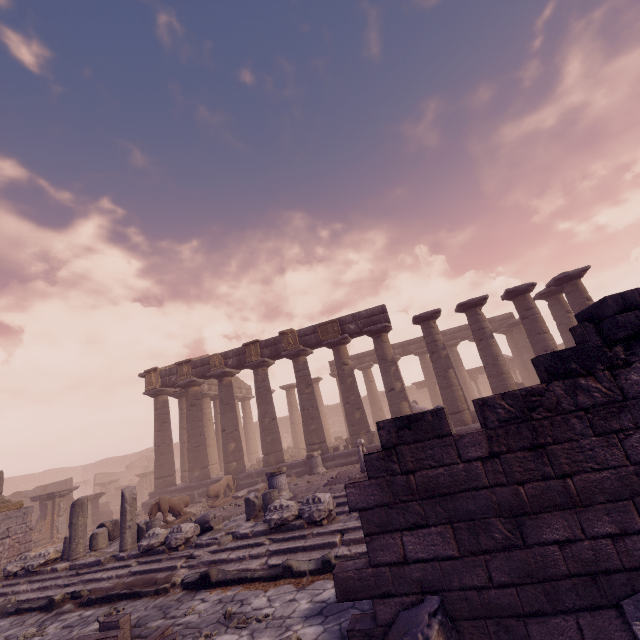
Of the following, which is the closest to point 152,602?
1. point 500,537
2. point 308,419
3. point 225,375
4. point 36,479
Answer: point 500,537

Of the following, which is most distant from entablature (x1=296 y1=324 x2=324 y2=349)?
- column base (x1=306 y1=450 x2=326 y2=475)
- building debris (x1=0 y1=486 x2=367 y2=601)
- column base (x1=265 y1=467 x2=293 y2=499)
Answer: building debris (x1=0 y1=486 x2=367 y2=601)

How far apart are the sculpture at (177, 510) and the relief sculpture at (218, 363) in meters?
6.6 m

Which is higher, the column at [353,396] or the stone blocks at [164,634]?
the column at [353,396]

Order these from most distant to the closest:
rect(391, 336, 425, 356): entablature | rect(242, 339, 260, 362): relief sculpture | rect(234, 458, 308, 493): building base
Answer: rect(391, 336, 425, 356): entablature → rect(242, 339, 260, 362): relief sculpture → rect(234, 458, 308, 493): building base

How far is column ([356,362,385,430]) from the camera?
25.0m

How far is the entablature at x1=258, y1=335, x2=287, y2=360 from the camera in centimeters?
1734cm

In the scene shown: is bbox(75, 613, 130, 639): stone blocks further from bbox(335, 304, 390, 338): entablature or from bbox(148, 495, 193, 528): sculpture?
bbox(335, 304, 390, 338): entablature
